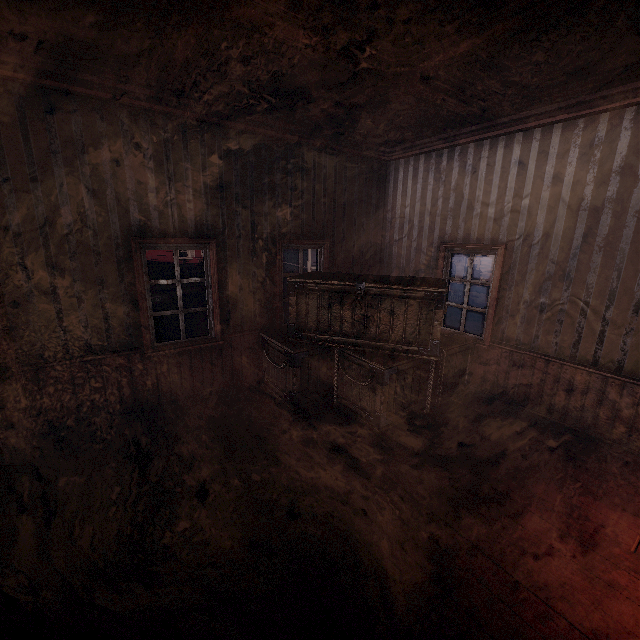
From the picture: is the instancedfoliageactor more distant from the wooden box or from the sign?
the wooden box

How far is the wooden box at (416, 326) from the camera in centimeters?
392cm

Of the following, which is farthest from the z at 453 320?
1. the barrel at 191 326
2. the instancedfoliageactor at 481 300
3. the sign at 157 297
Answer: the sign at 157 297

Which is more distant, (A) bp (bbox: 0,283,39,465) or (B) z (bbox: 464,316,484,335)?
(B) z (bbox: 464,316,484,335)

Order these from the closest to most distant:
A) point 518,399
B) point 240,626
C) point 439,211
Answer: point 240,626, point 518,399, point 439,211

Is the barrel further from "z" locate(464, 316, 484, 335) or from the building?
"z" locate(464, 316, 484, 335)

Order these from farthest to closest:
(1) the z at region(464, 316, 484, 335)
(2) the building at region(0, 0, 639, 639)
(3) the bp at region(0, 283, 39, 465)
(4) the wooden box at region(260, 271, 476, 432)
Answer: (1) the z at region(464, 316, 484, 335) → (4) the wooden box at region(260, 271, 476, 432) → (3) the bp at region(0, 283, 39, 465) → (2) the building at region(0, 0, 639, 639)

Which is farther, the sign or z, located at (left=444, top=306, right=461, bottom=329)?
z, located at (left=444, top=306, right=461, bottom=329)
